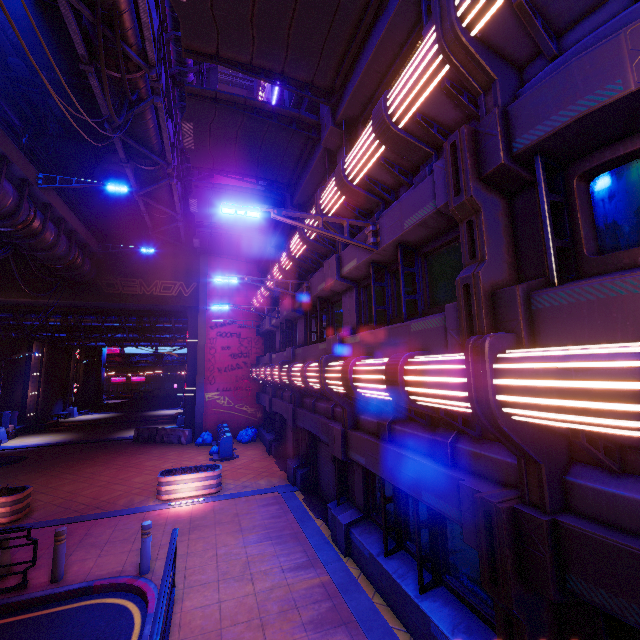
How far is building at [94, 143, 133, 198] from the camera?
20.7 meters

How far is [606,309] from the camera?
2.99m

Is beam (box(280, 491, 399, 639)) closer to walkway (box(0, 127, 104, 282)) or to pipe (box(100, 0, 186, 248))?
walkway (box(0, 127, 104, 282))

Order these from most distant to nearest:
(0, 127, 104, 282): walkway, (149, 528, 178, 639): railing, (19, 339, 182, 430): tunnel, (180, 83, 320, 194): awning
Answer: (19, 339, 182, 430): tunnel < (0, 127, 104, 282): walkway < (180, 83, 320, 194): awning < (149, 528, 178, 639): railing

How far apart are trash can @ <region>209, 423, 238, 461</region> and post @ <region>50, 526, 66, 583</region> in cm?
895

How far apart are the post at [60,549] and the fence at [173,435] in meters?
13.0 m

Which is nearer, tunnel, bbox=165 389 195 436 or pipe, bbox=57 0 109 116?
pipe, bbox=57 0 109 116

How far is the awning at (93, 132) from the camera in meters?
18.0 m
